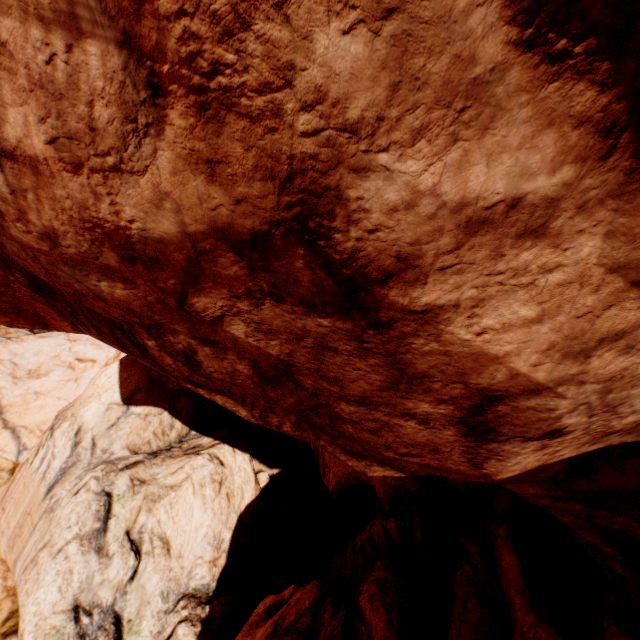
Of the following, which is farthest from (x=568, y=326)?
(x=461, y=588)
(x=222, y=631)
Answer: (x=222, y=631)
